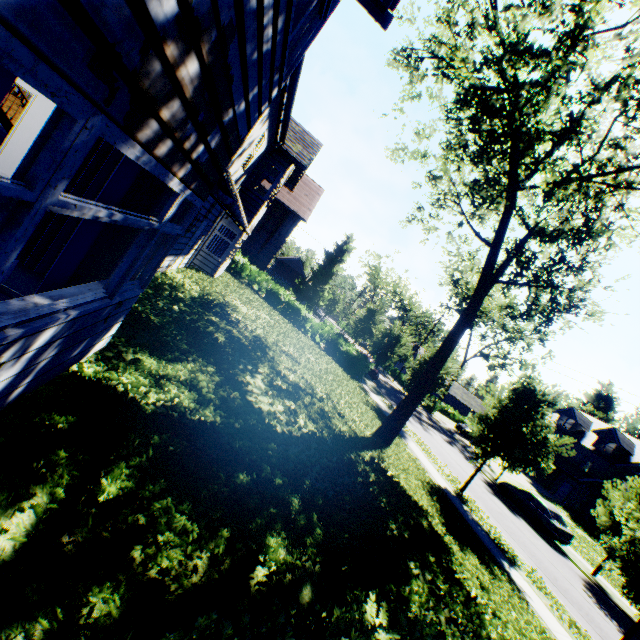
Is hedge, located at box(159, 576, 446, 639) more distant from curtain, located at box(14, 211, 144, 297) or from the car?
the car

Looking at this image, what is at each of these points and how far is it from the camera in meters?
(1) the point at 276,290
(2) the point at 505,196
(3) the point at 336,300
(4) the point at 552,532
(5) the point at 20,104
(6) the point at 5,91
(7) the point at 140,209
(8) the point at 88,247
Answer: (1) hedge, 24.9
(2) tree, 11.0
(3) tree, 55.5
(4) car, 19.5
(5) staircase, 11.9
(6) curtain, 1.5
(7) curtain, 3.9
(8) curtain, 3.4

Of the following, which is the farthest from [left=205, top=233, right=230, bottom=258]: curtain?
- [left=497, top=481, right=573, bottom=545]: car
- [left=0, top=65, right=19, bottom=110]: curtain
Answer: [left=497, top=481, right=573, bottom=545]: car

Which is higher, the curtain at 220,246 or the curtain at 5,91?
the curtain at 5,91

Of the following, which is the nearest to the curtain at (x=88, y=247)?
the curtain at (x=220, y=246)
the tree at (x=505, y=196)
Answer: the curtain at (x=220, y=246)

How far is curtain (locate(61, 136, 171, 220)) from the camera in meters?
3.3 m

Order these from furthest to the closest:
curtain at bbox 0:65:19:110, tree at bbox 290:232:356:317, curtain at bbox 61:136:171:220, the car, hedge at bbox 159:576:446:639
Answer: tree at bbox 290:232:356:317 < the car < curtain at bbox 61:136:171:220 < hedge at bbox 159:576:446:639 < curtain at bbox 0:65:19:110

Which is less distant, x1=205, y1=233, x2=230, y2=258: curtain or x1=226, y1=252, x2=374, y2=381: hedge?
x1=205, y1=233, x2=230, y2=258: curtain
